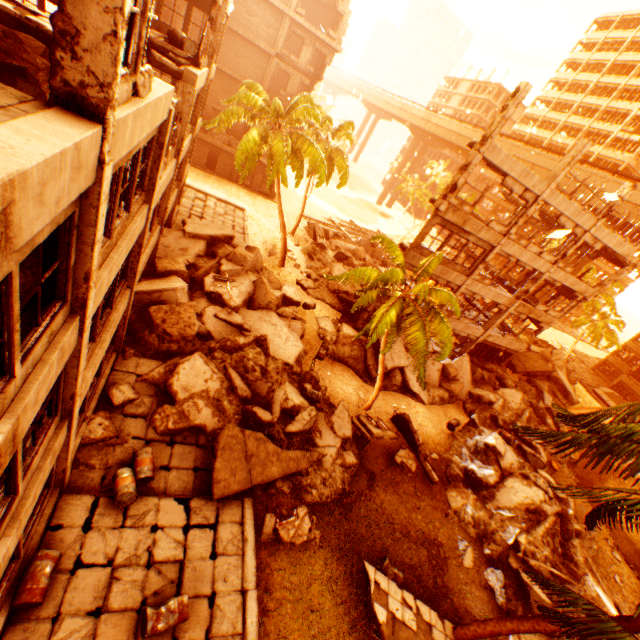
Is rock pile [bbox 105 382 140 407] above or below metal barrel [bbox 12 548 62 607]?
below

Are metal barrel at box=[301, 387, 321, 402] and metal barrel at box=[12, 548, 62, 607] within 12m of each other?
yes

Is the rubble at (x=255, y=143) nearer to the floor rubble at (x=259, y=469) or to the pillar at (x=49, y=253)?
the floor rubble at (x=259, y=469)

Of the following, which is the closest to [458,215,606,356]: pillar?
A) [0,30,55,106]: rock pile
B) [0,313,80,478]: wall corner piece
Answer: [0,30,55,106]: rock pile

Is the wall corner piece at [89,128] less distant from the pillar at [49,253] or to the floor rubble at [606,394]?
the pillar at [49,253]

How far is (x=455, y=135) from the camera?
54.2m

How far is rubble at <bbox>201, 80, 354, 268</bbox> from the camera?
19.06m

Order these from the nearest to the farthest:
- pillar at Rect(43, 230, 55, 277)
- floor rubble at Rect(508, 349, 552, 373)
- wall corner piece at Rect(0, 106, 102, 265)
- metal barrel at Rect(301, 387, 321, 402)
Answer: wall corner piece at Rect(0, 106, 102, 265)
pillar at Rect(43, 230, 55, 277)
metal barrel at Rect(301, 387, 321, 402)
floor rubble at Rect(508, 349, 552, 373)
